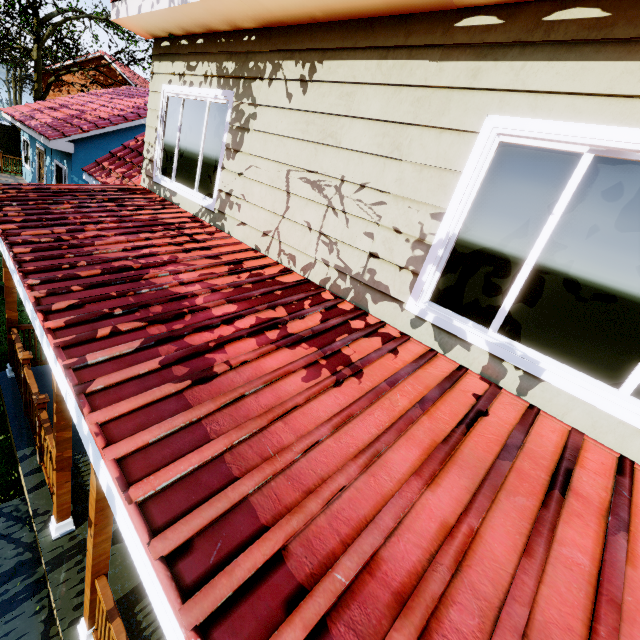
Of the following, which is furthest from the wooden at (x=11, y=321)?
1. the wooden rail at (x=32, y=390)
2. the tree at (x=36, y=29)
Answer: the tree at (x=36, y=29)

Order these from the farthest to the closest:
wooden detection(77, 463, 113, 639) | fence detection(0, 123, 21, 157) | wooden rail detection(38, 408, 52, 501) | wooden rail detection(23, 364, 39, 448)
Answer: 1. fence detection(0, 123, 21, 157)
2. wooden rail detection(23, 364, 39, 448)
3. wooden rail detection(38, 408, 52, 501)
4. wooden detection(77, 463, 113, 639)

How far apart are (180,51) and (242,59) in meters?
1.6

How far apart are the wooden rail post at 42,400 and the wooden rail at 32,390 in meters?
0.0

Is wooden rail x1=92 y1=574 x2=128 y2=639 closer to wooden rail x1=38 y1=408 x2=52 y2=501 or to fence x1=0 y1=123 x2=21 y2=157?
wooden rail x1=38 y1=408 x2=52 y2=501

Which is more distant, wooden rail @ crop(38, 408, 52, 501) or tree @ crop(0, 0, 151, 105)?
tree @ crop(0, 0, 151, 105)

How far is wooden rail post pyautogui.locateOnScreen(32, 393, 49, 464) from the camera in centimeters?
392cm

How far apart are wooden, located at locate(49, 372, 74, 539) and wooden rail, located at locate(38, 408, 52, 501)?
0.1m
